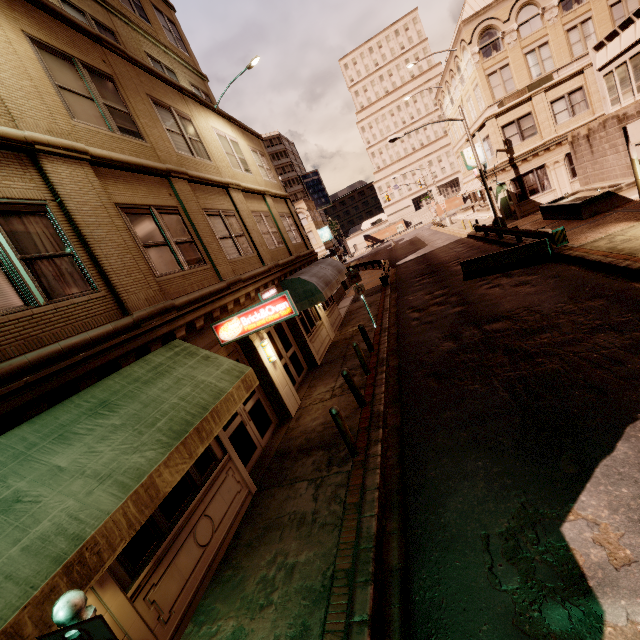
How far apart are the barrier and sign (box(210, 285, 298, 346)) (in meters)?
12.00

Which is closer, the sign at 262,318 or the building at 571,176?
the sign at 262,318

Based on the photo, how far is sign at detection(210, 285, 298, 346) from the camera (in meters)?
7.59

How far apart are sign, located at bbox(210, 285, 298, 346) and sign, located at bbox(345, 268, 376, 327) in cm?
780

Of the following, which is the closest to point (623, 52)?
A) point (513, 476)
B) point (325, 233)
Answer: point (513, 476)

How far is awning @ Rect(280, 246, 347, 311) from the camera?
13.1m

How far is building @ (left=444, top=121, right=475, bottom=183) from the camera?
43.9 meters

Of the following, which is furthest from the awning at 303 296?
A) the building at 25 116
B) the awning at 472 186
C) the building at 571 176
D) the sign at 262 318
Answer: the awning at 472 186
